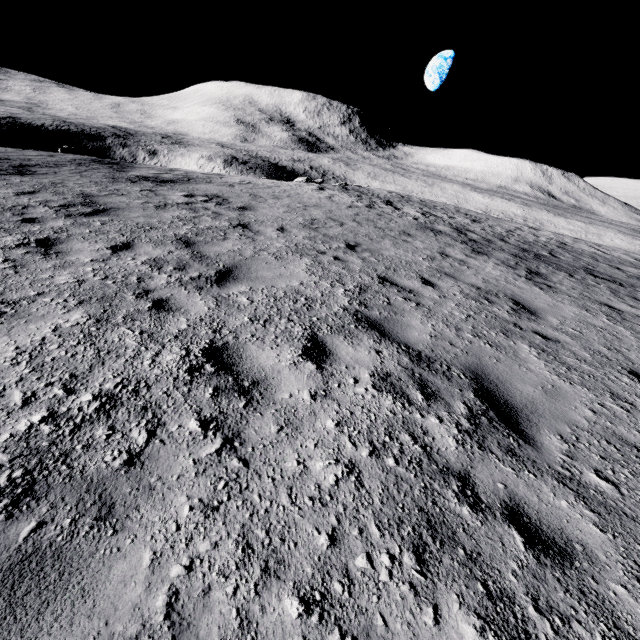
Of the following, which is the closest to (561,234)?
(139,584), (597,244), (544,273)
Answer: (597,244)
